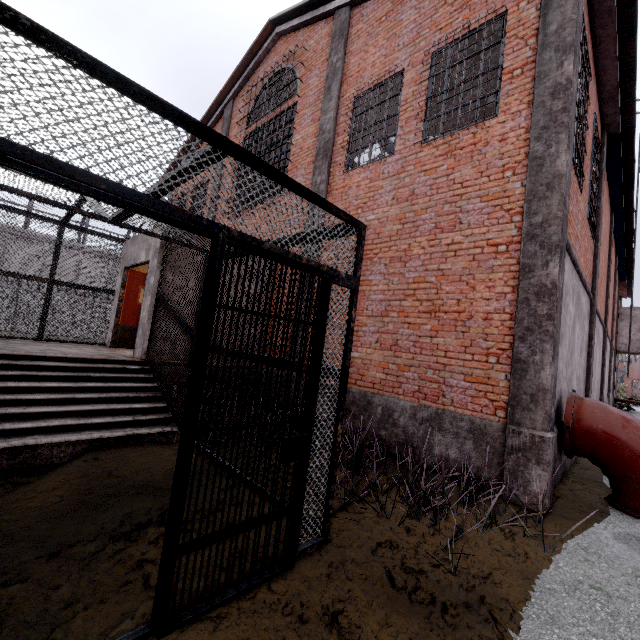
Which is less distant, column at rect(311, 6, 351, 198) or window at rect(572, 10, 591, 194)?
window at rect(572, 10, 591, 194)

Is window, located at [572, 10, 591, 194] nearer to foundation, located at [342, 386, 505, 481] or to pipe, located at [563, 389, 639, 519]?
pipe, located at [563, 389, 639, 519]

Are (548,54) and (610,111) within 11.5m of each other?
yes

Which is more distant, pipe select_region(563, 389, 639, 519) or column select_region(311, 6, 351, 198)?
column select_region(311, 6, 351, 198)

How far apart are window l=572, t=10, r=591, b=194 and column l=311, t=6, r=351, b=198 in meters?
4.8 m

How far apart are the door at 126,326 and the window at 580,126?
10.0 meters

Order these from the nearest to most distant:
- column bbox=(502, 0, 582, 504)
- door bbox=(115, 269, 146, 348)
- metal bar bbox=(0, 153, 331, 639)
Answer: metal bar bbox=(0, 153, 331, 639) → column bbox=(502, 0, 582, 504) → door bbox=(115, 269, 146, 348)

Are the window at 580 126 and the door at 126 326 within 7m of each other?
no
